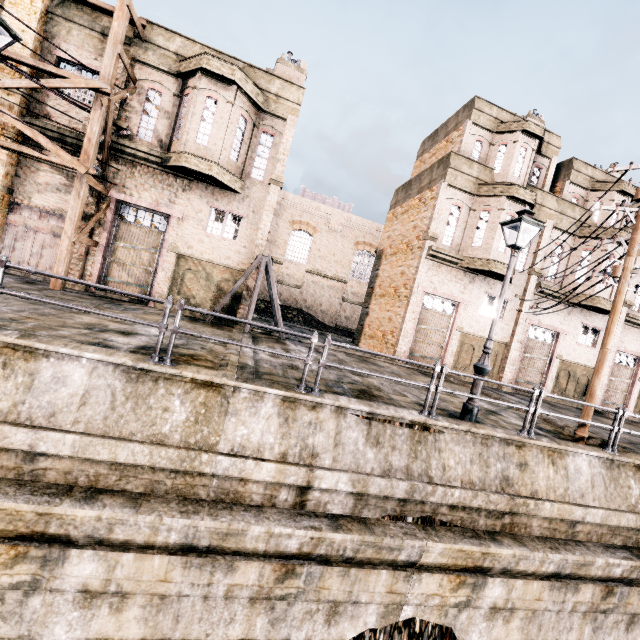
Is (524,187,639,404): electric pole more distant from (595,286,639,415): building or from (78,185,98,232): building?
(78,185,98,232): building

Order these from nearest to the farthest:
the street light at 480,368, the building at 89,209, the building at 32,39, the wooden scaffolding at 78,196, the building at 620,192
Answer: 1. the street light at 480,368
2. the wooden scaffolding at 78,196
3. the building at 32,39
4. the building at 89,209
5. the building at 620,192

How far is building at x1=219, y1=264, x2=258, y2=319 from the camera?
16.2 meters

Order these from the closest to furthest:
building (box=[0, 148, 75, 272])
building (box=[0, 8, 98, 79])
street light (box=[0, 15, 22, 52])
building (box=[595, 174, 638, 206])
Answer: street light (box=[0, 15, 22, 52])
building (box=[0, 8, 98, 79])
building (box=[0, 148, 75, 272])
building (box=[595, 174, 638, 206])

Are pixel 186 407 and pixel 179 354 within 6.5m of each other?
yes

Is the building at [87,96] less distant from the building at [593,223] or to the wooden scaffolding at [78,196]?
the wooden scaffolding at [78,196]
